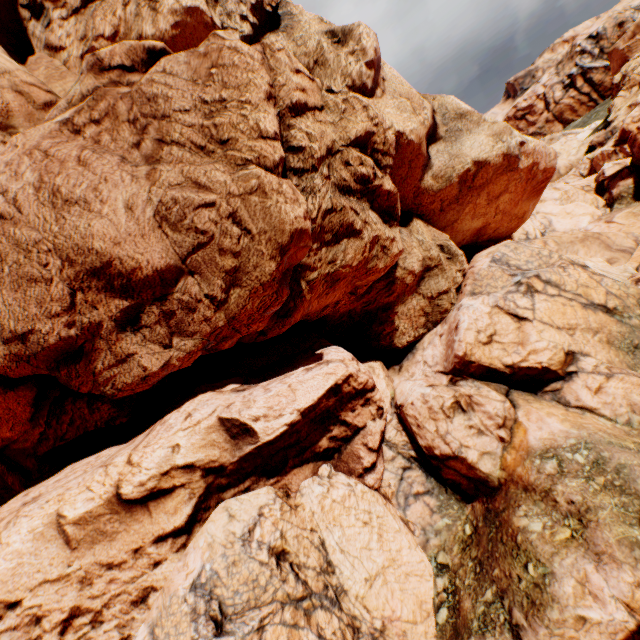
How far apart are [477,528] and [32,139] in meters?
17.4
